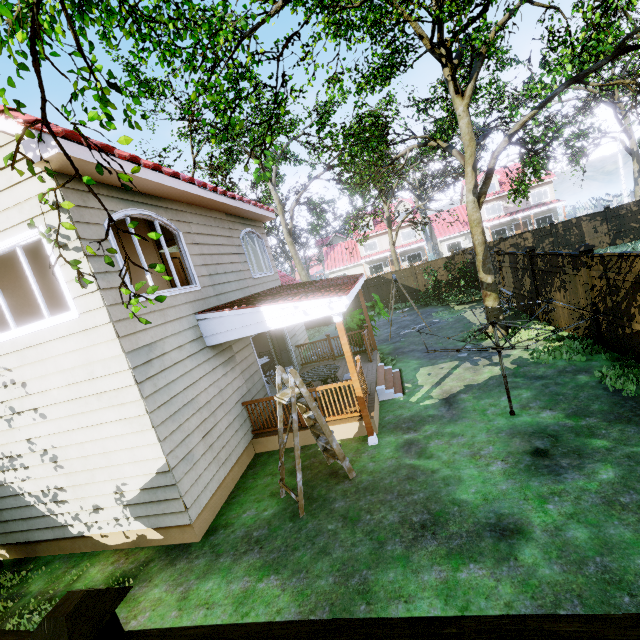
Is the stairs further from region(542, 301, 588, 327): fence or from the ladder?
region(542, 301, 588, 327): fence

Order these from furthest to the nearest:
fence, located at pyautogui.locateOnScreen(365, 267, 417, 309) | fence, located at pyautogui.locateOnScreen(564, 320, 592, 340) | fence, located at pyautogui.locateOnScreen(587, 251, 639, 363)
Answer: fence, located at pyautogui.locateOnScreen(365, 267, 417, 309) → fence, located at pyautogui.locateOnScreen(564, 320, 592, 340) → fence, located at pyautogui.locateOnScreen(587, 251, 639, 363)

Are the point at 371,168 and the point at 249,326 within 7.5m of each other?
no

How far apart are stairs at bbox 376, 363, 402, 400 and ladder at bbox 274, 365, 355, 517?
2.57m

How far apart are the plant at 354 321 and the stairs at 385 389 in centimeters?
182cm

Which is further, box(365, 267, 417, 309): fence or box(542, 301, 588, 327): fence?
box(365, 267, 417, 309): fence

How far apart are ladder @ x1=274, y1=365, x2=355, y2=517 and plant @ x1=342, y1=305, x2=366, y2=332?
5.9 meters

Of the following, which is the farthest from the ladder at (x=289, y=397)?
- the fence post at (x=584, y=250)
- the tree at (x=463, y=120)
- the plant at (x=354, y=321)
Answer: the fence post at (x=584, y=250)
